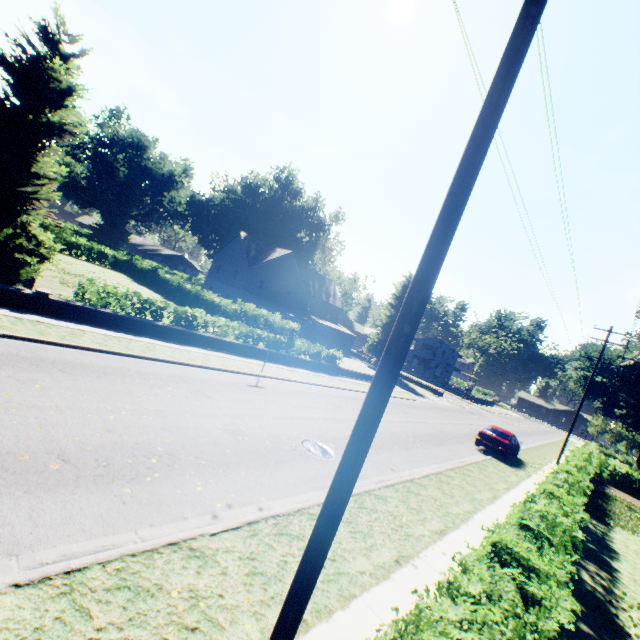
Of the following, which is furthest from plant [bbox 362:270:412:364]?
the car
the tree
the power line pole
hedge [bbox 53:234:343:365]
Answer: the power line pole

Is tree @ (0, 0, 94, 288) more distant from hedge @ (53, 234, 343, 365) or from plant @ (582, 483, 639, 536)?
plant @ (582, 483, 639, 536)

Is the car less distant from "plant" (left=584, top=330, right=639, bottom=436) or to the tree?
the tree

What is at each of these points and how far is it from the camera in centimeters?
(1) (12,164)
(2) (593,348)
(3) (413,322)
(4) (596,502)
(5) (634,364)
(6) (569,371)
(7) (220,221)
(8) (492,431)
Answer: (1) tree, 1177cm
(2) plant, 3834cm
(3) power line pole, 295cm
(4) plant, 1786cm
(5) plant, 3691cm
(6) plant, 4675cm
(7) plant, 5475cm
(8) car, 2033cm

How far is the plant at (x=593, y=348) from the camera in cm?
3846

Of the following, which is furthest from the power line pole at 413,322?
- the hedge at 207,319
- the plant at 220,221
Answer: → the plant at 220,221

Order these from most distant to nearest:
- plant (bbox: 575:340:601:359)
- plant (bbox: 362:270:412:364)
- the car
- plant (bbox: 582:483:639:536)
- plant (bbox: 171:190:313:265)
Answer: plant (bbox: 171:190:313:265) → plant (bbox: 362:270:412:364) → plant (bbox: 575:340:601:359) → the car → plant (bbox: 582:483:639:536)

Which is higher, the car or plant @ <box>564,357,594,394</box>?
plant @ <box>564,357,594,394</box>
